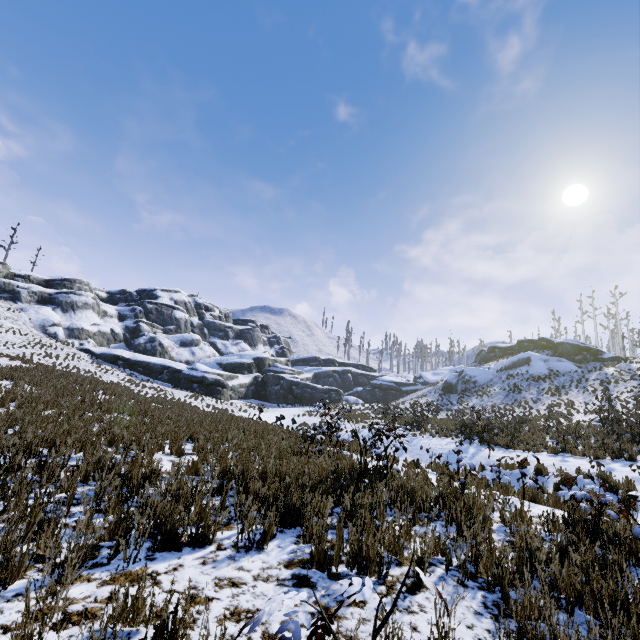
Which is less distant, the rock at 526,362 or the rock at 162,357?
the rock at 526,362

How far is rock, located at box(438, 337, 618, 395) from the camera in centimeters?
3691cm

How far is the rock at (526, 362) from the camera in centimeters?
3691cm

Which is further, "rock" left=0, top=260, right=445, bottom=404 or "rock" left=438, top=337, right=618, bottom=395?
"rock" left=0, top=260, right=445, bottom=404

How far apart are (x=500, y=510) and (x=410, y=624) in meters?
4.1 m
